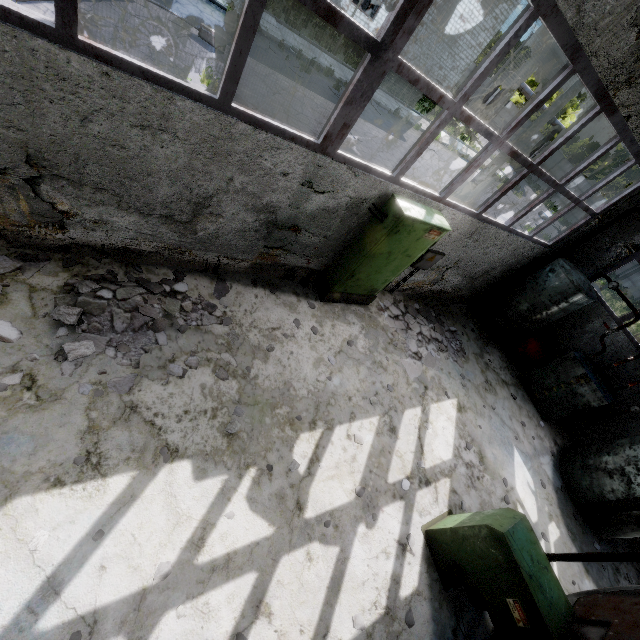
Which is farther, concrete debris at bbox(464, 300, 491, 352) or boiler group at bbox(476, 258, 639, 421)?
concrete debris at bbox(464, 300, 491, 352)

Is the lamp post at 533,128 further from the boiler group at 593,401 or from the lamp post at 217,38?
the lamp post at 217,38

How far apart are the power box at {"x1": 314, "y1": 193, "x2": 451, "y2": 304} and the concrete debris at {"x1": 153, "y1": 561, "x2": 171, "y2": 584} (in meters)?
4.70

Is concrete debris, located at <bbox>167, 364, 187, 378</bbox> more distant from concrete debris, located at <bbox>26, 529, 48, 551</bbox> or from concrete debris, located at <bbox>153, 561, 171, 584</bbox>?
concrete debris, located at <bbox>153, 561, 171, 584</bbox>

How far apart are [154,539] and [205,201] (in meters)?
4.02

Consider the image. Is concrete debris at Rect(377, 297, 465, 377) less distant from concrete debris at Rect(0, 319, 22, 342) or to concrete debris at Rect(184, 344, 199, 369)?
concrete debris at Rect(184, 344, 199, 369)

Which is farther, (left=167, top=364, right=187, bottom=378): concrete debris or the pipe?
the pipe

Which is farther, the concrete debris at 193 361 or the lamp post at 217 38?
the lamp post at 217 38
